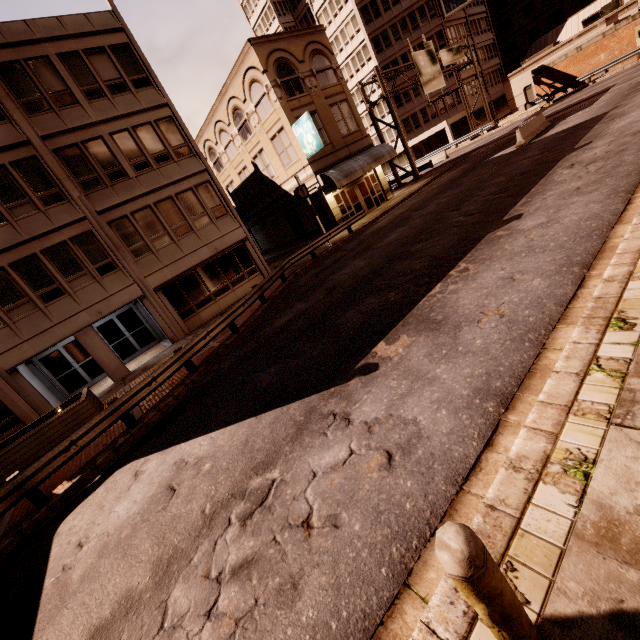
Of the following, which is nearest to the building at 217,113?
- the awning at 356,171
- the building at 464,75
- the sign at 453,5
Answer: the awning at 356,171

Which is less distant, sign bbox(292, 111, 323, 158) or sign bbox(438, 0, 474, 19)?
sign bbox(292, 111, 323, 158)

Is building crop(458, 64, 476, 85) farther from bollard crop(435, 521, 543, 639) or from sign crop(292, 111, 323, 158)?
bollard crop(435, 521, 543, 639)

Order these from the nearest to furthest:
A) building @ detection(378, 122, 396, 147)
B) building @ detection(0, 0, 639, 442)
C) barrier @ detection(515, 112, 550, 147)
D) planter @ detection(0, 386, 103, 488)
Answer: planter @ detection(0, 386, 103, 488), building @ detection(0, 0, 639, 442), barrier @ detection(515, 112, 550, 147), building @ detection(378, 122, 396, 147)

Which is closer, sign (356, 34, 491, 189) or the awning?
the awning

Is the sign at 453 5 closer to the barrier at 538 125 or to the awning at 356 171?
the awning at 356 171

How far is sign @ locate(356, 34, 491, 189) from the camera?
29.61m

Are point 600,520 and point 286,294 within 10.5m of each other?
no
